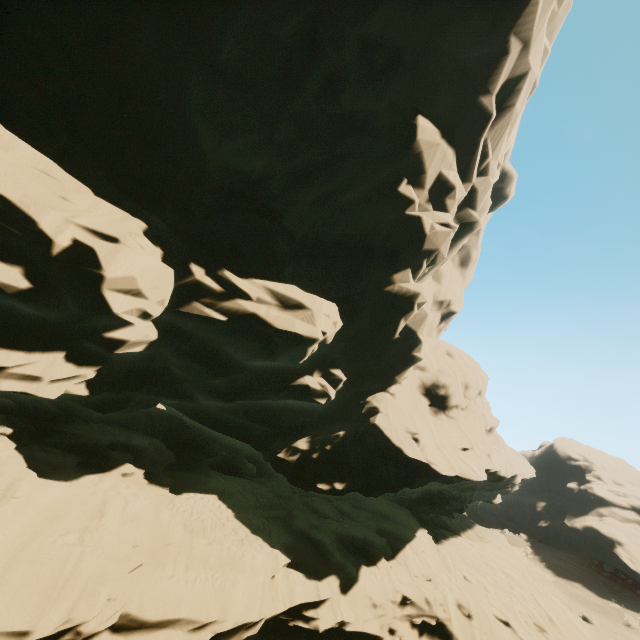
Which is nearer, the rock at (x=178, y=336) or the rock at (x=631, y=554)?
the rock at (x=178, y=336)

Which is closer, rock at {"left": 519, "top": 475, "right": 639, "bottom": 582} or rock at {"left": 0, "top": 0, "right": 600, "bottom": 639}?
rock at {"left": 0, "top": 0, "right": 600, "bottom": 639}

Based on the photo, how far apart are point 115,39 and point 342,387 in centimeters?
1932cm
